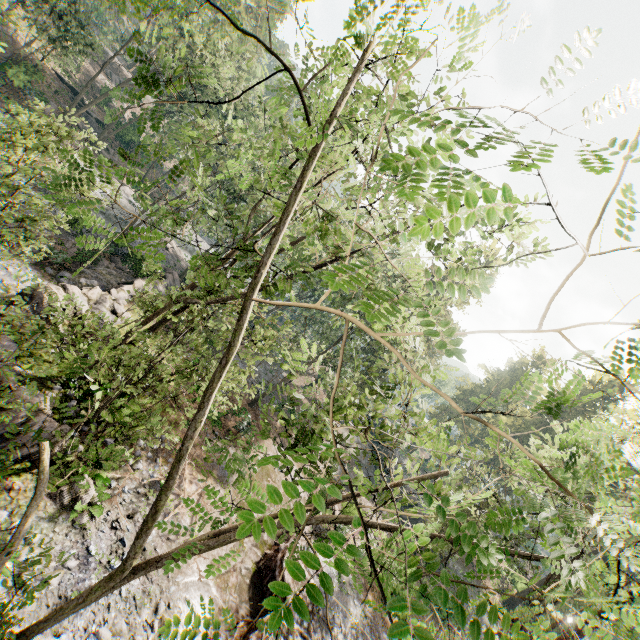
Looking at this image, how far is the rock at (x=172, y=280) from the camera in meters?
25.6

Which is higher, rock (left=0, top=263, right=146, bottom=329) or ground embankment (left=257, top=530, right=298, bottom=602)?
ground embankment (left=257, top=530, right=298, bottom=602)

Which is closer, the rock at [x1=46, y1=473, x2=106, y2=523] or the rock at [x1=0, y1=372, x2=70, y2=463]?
the rock at [x1=0, y1=372, x2=70, y2=463]

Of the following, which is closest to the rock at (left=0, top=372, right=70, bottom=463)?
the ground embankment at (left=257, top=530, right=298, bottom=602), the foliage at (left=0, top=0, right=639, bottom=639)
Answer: the foliage at (left=0, top=0, right=639, bottom=639)

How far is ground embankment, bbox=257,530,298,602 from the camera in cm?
1482

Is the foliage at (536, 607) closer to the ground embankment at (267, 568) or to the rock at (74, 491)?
the ground embankment at (267, 568)

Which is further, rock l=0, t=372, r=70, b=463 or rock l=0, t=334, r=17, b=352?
rock l=0, t=334, r=17, b=352

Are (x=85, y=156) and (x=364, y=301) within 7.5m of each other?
yes
